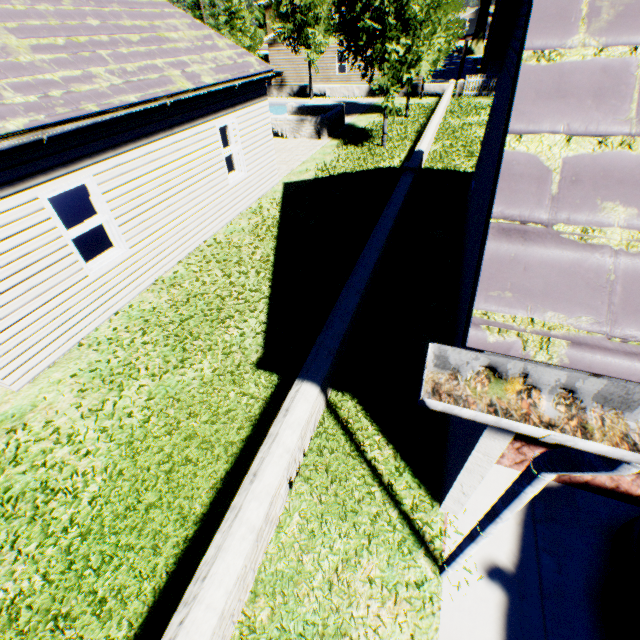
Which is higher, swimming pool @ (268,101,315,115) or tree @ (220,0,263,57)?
tree @ (220,0,263,57)

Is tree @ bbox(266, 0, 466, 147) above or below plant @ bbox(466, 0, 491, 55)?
above

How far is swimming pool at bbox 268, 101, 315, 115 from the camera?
26.0m

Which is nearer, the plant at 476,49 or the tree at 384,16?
the tree at 384,16

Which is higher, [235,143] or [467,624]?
[235,143]

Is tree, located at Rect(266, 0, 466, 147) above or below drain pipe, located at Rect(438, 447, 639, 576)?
above

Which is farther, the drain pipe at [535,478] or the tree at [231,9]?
the tree at [231,9]

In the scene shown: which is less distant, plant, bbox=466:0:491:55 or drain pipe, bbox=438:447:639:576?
drain pipe, bbox=438:447:639:576
